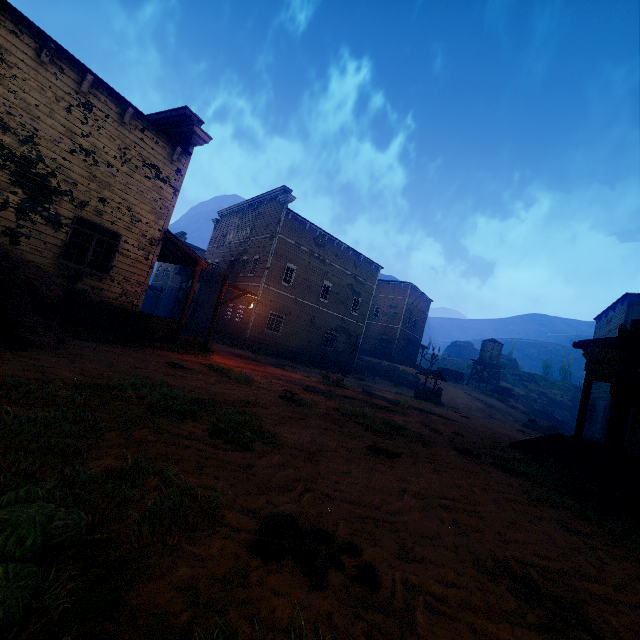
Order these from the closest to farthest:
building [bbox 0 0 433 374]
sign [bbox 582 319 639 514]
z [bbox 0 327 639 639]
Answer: z [bbox 0 327 639 639], sign [bbox 582 319 639 514], building [bbox 0 0 433 374]

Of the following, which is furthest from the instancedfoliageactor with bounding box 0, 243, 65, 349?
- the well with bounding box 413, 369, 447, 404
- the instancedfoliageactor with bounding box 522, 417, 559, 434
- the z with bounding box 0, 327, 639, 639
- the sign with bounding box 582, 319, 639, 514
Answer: the instancedfoliageactor with bounding box 522, 417, 559, 434

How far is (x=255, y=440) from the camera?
4.33m

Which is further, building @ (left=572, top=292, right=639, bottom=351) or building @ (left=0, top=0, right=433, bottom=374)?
building @ (left=572, top=292, right=639, bottom=351)

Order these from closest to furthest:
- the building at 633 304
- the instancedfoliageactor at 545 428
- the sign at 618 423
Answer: the sign at 618 423
the building at 633 304
the instancedfoliageactor at 545 428

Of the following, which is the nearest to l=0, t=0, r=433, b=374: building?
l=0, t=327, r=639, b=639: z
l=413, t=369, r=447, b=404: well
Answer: l=0, t=327, r=639, b=639: z

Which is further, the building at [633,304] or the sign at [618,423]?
the building at [633,304]

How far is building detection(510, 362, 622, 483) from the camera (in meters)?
8.49
